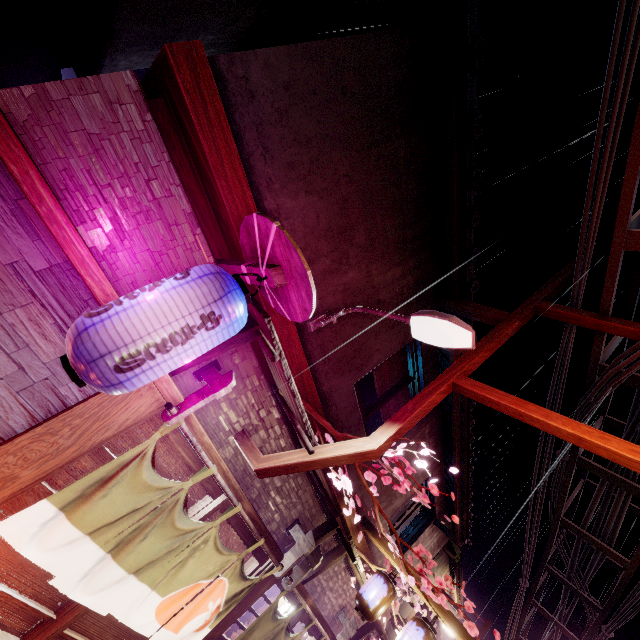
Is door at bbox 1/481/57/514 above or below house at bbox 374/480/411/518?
below

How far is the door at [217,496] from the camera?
7.1 meters

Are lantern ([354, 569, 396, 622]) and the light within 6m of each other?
no

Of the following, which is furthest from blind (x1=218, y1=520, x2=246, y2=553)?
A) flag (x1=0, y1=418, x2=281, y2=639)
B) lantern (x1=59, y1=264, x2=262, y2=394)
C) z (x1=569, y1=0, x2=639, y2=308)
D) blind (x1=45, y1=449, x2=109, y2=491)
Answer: z (x1=569, y1=0, x2=639, y2=308)

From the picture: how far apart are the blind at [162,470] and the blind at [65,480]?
0.1m

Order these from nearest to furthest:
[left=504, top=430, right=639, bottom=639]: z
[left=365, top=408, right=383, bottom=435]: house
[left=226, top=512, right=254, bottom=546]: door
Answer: [left=226, top=512, right=254, bottom=546]: door < [left=504, top=430, right=639, bottom=639]: z < [left=365, top=408, right=383, bottom=435]: house

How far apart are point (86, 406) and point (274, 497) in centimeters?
567cm

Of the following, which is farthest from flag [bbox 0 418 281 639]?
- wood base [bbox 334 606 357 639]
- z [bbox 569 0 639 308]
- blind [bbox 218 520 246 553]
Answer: z [bbox 569 0 639 308]
